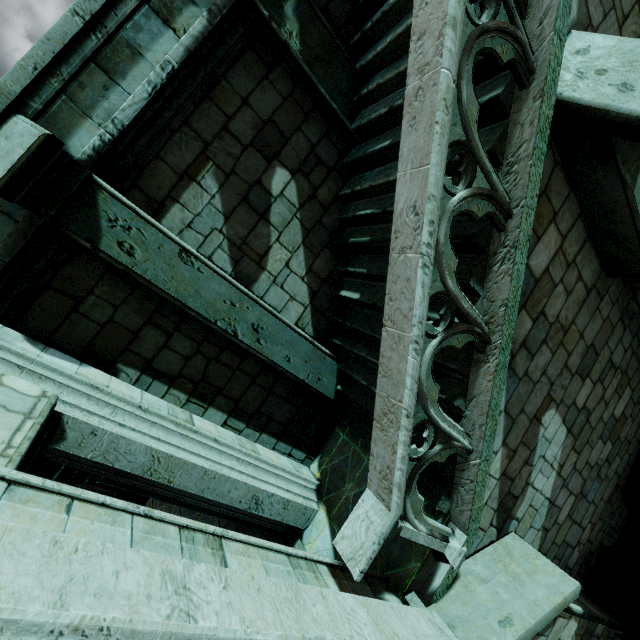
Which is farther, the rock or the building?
the rock

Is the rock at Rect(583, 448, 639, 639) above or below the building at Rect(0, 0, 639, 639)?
below

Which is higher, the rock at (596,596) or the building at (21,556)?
the building at (21,556)

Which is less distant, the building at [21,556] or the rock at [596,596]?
the building at [21,556]

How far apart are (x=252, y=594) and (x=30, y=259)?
3.7 meters
